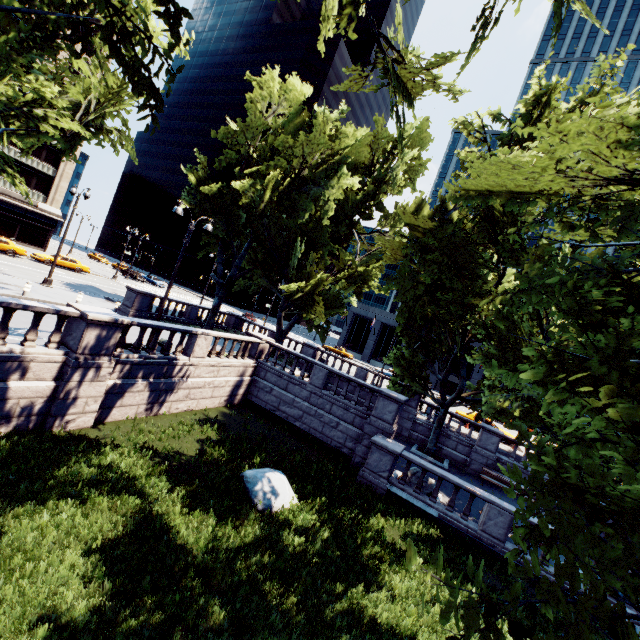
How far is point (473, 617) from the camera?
3.0 meters

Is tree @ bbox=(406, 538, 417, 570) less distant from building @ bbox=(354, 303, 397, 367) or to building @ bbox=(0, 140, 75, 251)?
building @ bbox=(0, 140, 75, 251)

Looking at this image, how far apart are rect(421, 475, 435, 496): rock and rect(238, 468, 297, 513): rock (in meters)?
6.13

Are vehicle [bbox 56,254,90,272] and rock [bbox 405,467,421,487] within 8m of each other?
no

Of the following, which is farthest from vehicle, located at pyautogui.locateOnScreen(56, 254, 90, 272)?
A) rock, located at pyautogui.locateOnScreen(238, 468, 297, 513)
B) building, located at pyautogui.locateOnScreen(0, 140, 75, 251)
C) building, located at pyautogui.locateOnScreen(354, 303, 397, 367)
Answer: building, located at pyautogui.locateOnScreen(354, 303, 397, 367)

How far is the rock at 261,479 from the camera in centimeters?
1069cm

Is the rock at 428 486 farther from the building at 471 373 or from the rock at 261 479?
the building at 471 373

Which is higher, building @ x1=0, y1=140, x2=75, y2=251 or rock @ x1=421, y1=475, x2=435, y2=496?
building @ x1=0, y1=140, x2=75, y2=251
